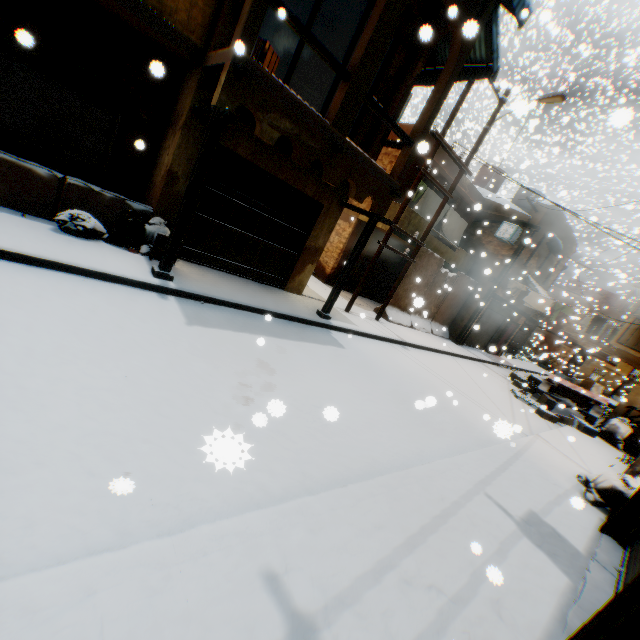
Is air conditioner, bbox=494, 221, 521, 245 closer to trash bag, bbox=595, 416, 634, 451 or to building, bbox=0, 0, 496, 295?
building, bbox=0, 0, 496, 295

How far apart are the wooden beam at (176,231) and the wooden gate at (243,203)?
0.6 meters

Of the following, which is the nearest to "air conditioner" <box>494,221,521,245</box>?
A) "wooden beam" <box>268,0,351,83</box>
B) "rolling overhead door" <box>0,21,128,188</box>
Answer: "rolling overhead door" <box>0,21,128,188</box>

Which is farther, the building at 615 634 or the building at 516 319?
the building at 516 319

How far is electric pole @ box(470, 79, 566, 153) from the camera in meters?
9.3

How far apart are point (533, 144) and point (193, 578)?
54.74m

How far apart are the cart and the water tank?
10.2 meters

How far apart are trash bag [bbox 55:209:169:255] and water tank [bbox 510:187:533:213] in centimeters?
2058cm
